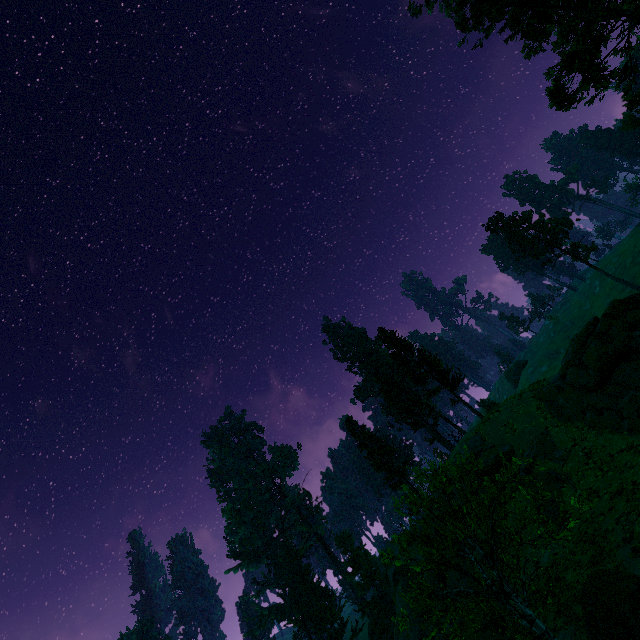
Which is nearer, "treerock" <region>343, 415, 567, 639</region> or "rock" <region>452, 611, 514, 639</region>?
"treerock" <region>343, 415, 567, 639</region>

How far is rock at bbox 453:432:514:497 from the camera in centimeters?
2684cm

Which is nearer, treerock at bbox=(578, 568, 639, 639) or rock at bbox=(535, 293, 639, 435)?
treerock at bbox=(578, 568, 639, 639)

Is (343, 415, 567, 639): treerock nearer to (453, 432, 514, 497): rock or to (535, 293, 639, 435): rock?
(453, 432, 514, 497): rock

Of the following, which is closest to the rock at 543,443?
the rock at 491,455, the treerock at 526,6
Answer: the rock at 491,455

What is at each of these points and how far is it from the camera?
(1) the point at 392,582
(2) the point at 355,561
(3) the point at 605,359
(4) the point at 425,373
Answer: (1) rock, 38.8m
(2) treerock, 55.1m
(3) rock, 24.2m
(4) treerock, 41.8m

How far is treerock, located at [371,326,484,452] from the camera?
37.6m

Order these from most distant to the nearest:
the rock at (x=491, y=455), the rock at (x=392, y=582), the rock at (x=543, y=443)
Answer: the rock at (x=392, y=582) < the rock at (x=491, y=455) < the rock at (x=543, y=443)
